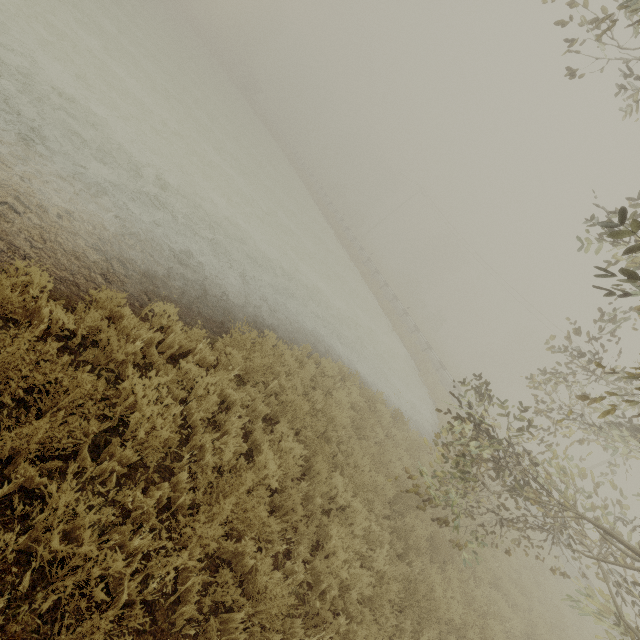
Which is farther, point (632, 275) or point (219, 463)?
point (219, 463)

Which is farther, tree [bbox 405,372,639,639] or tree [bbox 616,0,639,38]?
tree [bbox 405,372,639,639]

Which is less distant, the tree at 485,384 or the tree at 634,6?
the tree at 634,6

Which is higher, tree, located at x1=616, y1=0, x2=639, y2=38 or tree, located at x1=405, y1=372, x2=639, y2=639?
tree, located at x1=616, y1=0, x2=639, y2=38

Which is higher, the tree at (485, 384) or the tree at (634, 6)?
the tree at (634, 6)
